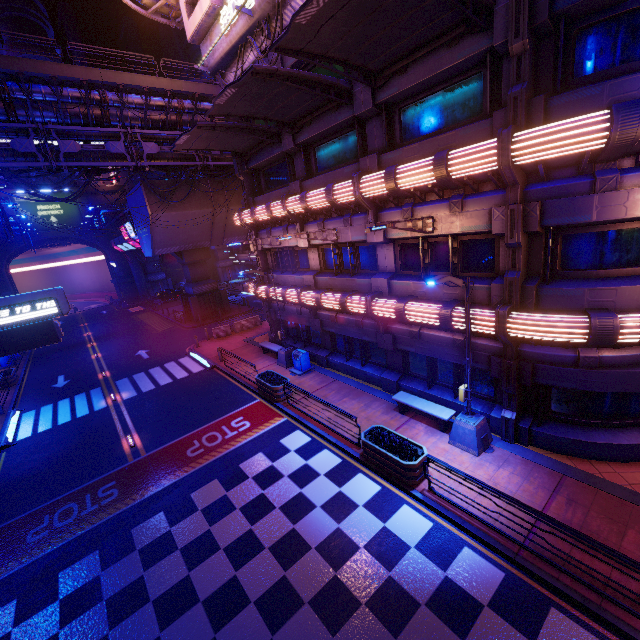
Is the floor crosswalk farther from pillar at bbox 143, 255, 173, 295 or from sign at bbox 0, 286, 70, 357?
pillar at bbox 143, 255, 173, 295

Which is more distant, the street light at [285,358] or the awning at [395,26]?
the street light at [285,358]

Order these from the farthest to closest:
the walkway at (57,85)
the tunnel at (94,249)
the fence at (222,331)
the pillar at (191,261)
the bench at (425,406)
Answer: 1. the tunnel at (94,249)
2. the pillar at (191,261)
3. the fence at (222,331)
4. the walkway at (57,85)
5. the bench at (425,406)

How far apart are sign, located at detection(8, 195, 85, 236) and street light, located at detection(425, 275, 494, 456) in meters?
58.1

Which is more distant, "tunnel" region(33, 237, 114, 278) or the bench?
"tunnel" region(33, 237, 114, 278)

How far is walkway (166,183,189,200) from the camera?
28.25m

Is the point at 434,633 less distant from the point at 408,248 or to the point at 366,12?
the point at 408,248

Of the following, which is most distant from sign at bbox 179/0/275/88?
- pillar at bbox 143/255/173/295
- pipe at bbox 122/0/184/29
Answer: pillar at bbox 143/255/173/295
